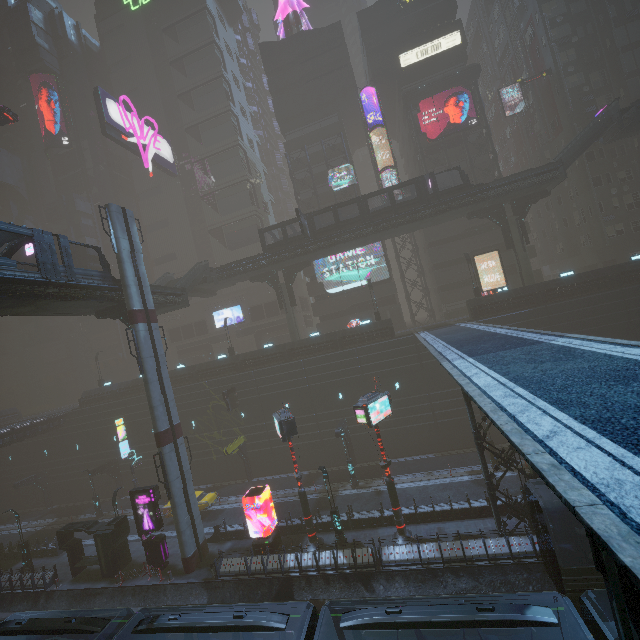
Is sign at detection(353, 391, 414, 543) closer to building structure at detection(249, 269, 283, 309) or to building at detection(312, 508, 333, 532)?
building at detection(312, 508, 333, 532)

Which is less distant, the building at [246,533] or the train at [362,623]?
the train at [362,623]

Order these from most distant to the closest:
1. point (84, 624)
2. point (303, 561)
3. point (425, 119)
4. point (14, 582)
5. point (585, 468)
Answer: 1. point (425, 119)
2. point (14, 582)
3. point (303, 561)
4. point (84, 624)
5. point (585, 468)

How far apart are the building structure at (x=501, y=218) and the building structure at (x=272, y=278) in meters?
22.2 m

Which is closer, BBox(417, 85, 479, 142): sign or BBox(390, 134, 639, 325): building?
BBox(390, 134, 639, 325): building

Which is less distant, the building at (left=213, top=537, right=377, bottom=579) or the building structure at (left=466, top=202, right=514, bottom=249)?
the building at (left=213, top=537, right=377, bottom=579)

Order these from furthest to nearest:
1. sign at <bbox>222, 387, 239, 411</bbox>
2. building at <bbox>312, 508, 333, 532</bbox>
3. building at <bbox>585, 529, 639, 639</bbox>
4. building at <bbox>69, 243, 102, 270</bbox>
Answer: building at <bbox>69, 243, 102, 270</bbox> < sign at <bbox>222, 387, 239, 411</bbox> < building at <bbox>312, 508, 333, 532</bbox> < building at <bbox>585, 529, 639, 639</bbox>

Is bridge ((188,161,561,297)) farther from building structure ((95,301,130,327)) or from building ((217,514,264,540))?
building structure ((95,301,130,327))
